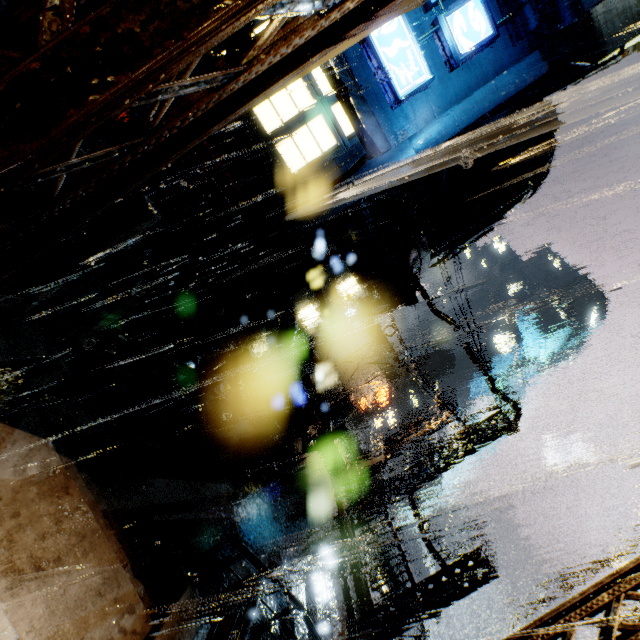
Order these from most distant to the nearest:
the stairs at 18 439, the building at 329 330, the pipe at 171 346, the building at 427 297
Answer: the building at 329 330 < the building at 427 297 < the pipe at 171 346 < the stairs at 18 439

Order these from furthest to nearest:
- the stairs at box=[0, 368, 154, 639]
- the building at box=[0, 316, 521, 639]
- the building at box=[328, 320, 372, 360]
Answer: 1. the building at box=[328, 320, 372, 360]
2. the building at box=[0, 316, 521, 639]
3. the stairs at box=[0, 368, 154, 639]

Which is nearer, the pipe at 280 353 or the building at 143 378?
the building at 143 378

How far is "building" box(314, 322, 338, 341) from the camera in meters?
58.5 m

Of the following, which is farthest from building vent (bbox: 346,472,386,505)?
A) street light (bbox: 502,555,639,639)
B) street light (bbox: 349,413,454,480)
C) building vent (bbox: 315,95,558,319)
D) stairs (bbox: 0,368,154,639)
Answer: street light (bbox: 502,555,639,639)

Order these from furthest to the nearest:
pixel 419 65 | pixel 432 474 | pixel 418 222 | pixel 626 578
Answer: → pixel 432 474 < pixel 418 222 < pixel 419 65 < pixel 626 578

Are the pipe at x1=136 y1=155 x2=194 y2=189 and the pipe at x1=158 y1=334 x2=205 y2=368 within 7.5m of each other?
yes

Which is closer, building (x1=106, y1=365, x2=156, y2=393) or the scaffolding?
building (x1=106, y1=365, x2=156, y2=393)
